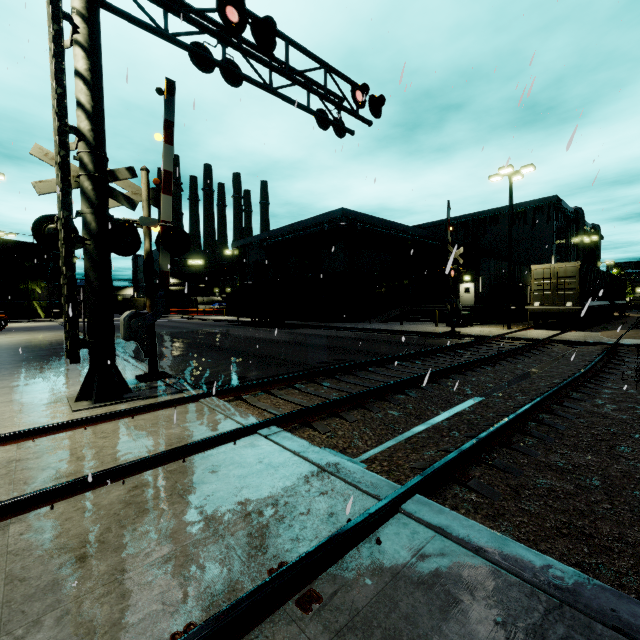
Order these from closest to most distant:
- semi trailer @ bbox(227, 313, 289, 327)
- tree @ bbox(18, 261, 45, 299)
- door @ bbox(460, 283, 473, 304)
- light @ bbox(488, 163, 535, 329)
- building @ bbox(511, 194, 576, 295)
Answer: light @ bbox(488, 163, 535, 329), semi trailer @ bbox(227, 313, 289, 327), door @ bbox(460, 283, 473, 304), building @ bbox(511, 194, 576, 295), tree @ bbox(18, 261, 45, 299)

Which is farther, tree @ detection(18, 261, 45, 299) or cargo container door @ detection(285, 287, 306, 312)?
tree @ detection(18, 261, 45, 299)

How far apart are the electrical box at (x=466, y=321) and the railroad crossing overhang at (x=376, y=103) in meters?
15.6

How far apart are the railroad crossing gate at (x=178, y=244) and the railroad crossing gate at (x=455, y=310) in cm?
1363

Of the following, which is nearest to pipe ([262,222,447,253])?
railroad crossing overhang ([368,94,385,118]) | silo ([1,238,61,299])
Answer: silo ([1,238,61,299])

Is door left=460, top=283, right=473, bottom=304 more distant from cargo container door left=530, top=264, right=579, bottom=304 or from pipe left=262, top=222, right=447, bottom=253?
cargo container door left=530, top=264, right=579, bottom=304

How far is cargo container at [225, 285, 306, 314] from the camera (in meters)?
26.62

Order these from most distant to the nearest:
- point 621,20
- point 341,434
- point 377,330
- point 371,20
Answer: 1. point 377,330
2. point 621,20
3. point 371,20
4. point 341,434
